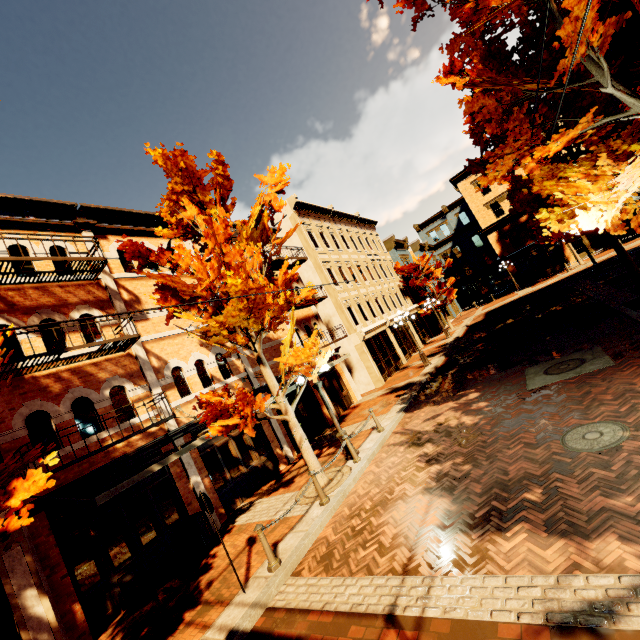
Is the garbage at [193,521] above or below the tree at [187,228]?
below

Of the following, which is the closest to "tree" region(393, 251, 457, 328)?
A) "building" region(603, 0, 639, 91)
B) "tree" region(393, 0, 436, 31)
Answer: "tree" region(393, 0, 436, 31)

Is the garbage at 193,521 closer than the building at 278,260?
Yes

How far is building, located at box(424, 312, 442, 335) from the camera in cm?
3288

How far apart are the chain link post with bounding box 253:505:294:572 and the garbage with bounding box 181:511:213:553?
3.6m

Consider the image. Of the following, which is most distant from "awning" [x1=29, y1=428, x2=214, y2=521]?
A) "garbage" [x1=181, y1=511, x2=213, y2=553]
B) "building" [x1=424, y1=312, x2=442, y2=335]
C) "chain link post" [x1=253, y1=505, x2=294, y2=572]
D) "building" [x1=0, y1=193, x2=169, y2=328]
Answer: "building" [x1=424, y1=312, x2=442, y2=335]

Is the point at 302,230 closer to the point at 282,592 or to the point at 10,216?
the point at 10,216

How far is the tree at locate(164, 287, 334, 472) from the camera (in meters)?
8.02
